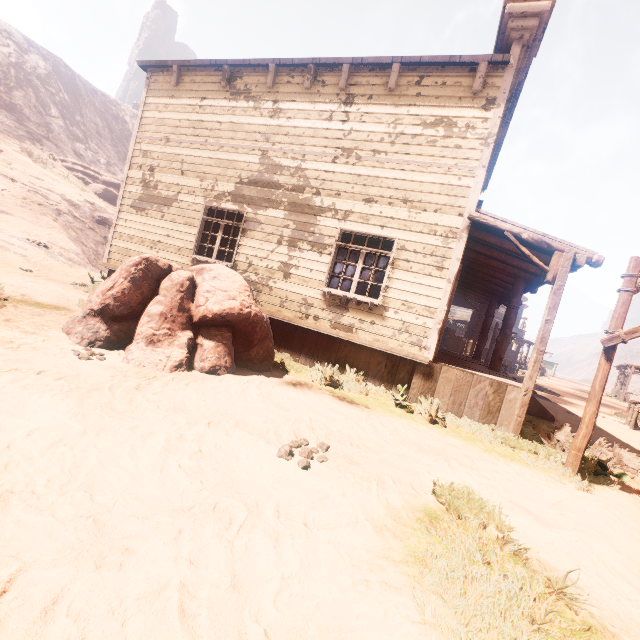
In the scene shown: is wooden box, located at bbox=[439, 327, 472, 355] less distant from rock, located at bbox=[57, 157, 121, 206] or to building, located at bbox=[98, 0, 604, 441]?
building, located at bbox=[98, 0, 604, 441]

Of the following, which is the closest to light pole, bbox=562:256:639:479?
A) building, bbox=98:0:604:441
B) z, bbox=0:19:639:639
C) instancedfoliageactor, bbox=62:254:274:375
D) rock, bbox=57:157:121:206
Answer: z, bbox=0:19:639:639

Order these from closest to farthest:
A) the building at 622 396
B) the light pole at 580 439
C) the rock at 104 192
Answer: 1. the light pole at 580 439
2. the rock at 104 192
3. the building at 622 396

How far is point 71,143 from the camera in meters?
36.7 m

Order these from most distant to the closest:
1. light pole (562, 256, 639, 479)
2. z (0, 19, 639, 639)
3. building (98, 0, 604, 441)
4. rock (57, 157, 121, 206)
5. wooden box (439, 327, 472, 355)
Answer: rock (57, 157, 121, 206) → wooden box (439, 327, 472, 355) → building (98, 0, 604, 441) → light pole (562, 256, 639, 479) → z (0, 19, 639, 639)

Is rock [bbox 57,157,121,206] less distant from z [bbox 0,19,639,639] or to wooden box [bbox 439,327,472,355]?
z [bbox 0,19,639,639]

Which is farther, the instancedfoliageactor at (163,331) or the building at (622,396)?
the building at (622,396)

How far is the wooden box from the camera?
17.75m
